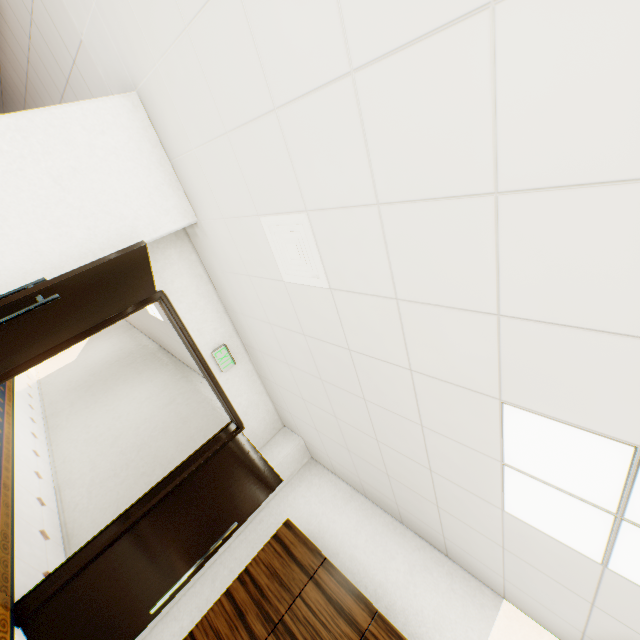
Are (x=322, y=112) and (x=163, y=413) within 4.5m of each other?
no

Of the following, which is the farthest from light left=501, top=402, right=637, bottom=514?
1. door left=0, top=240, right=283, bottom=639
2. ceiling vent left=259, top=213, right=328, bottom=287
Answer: door left=0, top=240, right=283, bottom=639

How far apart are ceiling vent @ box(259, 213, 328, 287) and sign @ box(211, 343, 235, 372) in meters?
1.7

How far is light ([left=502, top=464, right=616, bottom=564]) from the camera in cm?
158

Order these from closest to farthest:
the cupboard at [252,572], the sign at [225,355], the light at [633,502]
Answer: the light at [633,502] < the cupboard at [252,572] < the sign at [225,355]

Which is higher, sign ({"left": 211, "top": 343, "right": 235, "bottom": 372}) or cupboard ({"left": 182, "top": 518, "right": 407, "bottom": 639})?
sign ({"left": 211, "top": 343, "right": 235, "bottom": 372})

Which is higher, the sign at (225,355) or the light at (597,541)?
the light at (597,541)

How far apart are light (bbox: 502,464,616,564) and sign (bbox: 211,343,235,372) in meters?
2.9 m
